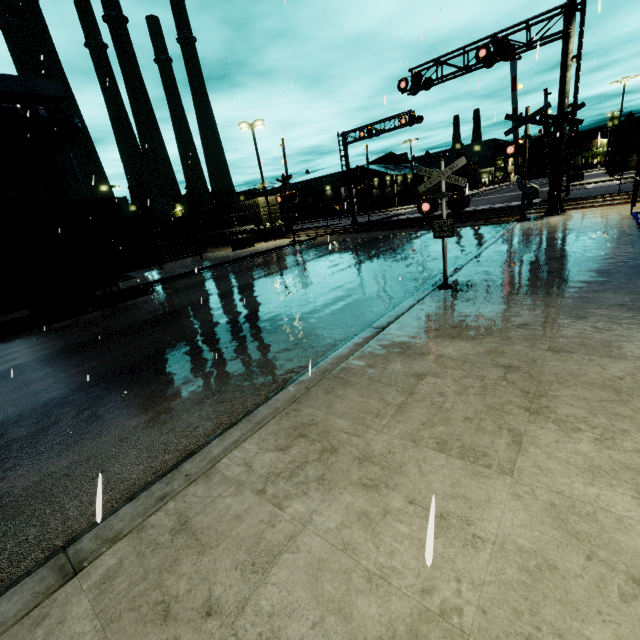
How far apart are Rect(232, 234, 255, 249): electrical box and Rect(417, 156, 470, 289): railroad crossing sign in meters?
22.0

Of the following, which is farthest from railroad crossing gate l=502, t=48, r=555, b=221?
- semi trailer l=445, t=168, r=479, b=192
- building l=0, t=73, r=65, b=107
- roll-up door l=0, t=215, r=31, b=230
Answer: roll-up door l=0, t=215, r=31, b=230

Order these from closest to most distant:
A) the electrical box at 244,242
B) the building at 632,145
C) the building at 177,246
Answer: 1. the building at 177,246
2. the electrical box at 244,242
3. the building at 632,145

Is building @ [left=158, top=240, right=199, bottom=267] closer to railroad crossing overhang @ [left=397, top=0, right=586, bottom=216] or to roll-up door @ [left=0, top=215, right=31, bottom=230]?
roll-up door @ [left=0, top=215, right=31, bottom=230]

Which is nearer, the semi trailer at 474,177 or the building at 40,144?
the building at 40,144

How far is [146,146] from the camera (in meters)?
10.38

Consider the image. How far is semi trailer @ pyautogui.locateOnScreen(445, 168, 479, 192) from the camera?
54.4m

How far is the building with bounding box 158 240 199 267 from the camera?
26.5m
